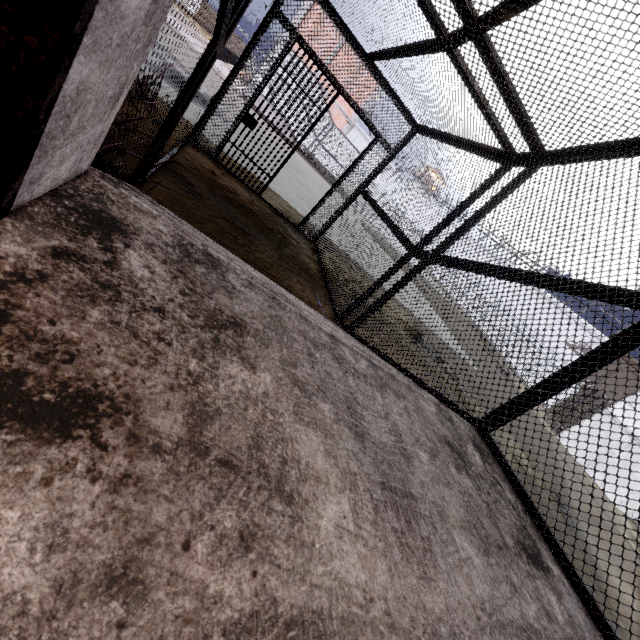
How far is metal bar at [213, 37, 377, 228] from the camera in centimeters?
538cm

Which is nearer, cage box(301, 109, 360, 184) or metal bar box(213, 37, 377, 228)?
metal bar box(213, 37, 377, 228)

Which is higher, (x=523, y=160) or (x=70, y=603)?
(x=523, y=160)

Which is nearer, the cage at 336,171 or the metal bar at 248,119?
the metal bar at 248,119

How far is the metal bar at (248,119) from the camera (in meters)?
5.38

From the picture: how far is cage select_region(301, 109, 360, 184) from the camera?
21.8 meters
